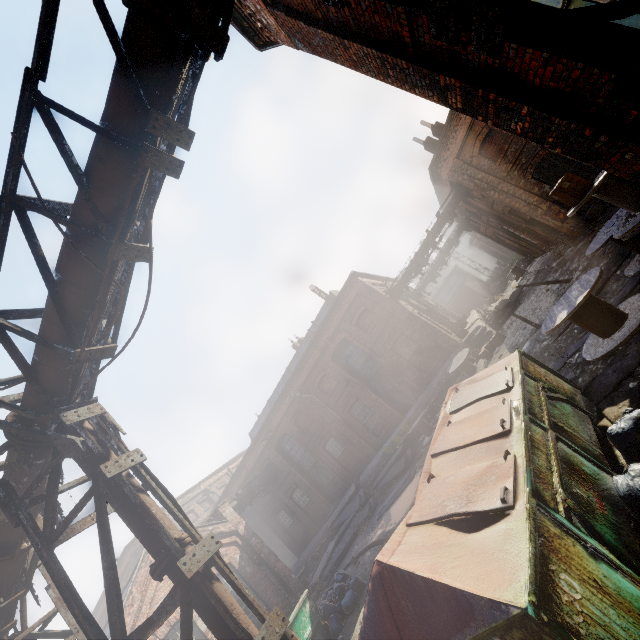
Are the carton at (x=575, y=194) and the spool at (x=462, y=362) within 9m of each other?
no

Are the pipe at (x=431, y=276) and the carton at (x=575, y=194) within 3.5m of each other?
no

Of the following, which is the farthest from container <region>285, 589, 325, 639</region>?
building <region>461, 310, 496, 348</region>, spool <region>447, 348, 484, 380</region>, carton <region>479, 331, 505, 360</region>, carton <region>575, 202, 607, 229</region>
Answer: carton <region>575, 202, 607, 229</region>

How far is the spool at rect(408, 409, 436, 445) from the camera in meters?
15.8 m

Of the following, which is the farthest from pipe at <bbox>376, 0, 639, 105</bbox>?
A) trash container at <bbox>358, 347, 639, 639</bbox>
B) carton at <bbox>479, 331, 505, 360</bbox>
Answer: carton at <bbox>479, 331, 505, 360</bbox>

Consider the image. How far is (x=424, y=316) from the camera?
21.1 meters

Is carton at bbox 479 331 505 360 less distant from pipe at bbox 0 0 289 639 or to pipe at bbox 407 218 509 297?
pipe at bbox 407 218 509 297

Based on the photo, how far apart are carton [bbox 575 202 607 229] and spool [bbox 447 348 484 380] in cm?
728
